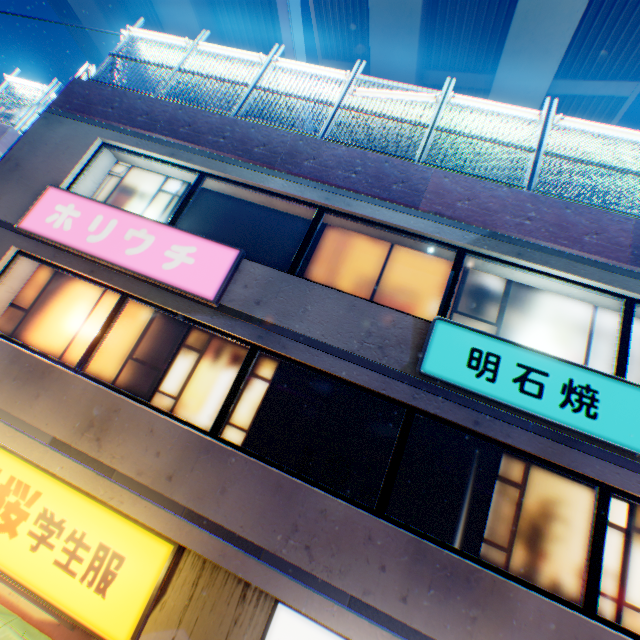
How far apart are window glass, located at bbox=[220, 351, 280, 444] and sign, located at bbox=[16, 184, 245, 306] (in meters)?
0.57

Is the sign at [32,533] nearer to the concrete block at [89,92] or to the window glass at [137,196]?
the window glass at [137,196]

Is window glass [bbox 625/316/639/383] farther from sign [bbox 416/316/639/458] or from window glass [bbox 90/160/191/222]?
window glass [bbox 90/160/191/222]

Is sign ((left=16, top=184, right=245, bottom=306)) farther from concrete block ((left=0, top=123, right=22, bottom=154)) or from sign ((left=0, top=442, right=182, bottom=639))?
concrete block ((left=0, top=123, right=22, bottom=154))

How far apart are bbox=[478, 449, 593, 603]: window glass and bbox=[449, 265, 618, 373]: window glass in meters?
1.3

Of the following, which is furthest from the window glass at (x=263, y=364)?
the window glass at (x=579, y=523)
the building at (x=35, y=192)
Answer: the window glass at (x=579, y=523)

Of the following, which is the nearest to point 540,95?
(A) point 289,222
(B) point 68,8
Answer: (A) point 289,222
